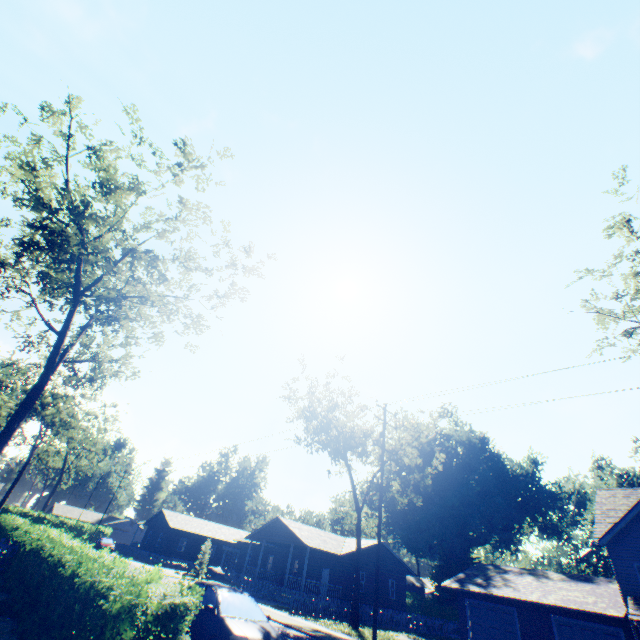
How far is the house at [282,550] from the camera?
31.0m

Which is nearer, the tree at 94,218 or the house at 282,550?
the tree at 94,218

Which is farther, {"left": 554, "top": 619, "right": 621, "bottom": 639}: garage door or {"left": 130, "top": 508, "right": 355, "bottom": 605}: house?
{"left": 130, "top": 508, "right": 355, "bottom": 605}: house

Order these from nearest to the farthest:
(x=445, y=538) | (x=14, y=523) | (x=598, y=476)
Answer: (x=14, y=523) < (x=445, y=538) < (x=598, y=476)

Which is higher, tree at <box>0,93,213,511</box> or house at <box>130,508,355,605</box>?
tree at <box>0,93,213,511</box>

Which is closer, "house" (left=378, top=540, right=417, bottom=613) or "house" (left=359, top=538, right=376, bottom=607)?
"house" (left=359, top=538, right=376, bottom=607)

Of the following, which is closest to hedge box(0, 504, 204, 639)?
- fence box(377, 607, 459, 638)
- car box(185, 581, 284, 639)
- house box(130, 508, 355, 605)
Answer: car box(185, 581, 284, 639)

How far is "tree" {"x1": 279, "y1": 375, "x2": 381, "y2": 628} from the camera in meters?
25.9
